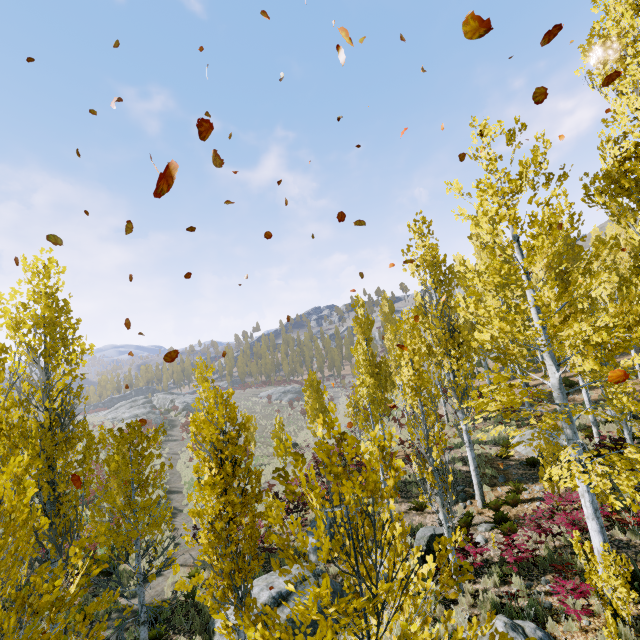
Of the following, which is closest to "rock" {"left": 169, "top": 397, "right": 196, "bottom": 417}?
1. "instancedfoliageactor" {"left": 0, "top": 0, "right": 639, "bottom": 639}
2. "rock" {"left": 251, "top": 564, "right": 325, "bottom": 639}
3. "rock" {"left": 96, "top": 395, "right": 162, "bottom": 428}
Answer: "rock" {"left": 96, "top": 395, "right": 162, "bottom": 428}

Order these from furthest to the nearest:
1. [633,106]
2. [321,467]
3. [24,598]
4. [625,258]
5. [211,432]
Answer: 1. [625,258]
2. [321,467]
3. [633,106]
4. [211,432]
5. [24,598]

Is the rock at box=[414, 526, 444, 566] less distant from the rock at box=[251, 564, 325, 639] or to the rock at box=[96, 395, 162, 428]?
the rock at box=[251, 564, 325, 639]

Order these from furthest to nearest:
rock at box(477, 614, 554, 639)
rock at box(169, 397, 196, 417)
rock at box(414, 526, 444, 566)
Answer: rock at box(169, 397, 196, 417) < rock at box(414, 526, 444, 566) < rock at box(477, 614, 554, 639)

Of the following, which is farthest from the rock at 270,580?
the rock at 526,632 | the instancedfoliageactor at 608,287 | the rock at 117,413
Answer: the rock at 117,413

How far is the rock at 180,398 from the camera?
50.2 meters

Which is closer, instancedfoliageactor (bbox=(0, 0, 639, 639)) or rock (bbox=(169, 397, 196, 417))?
instancedfoliageactor (bbox=(0, 0, 639, 639))

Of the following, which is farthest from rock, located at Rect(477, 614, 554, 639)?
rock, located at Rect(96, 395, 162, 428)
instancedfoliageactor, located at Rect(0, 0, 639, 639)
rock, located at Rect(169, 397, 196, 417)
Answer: rock, located at Rect(96, 395, 162, 428)
